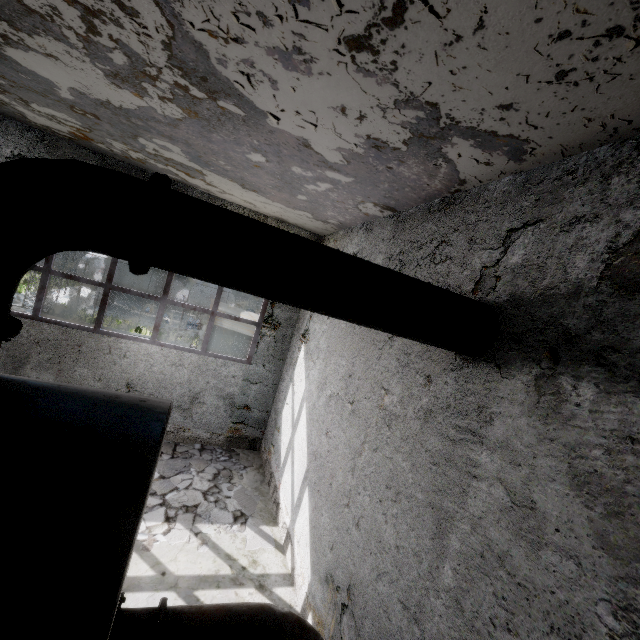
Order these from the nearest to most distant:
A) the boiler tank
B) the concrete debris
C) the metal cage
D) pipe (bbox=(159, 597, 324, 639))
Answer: the boiler tank < pipe (bbox=(159, 597, 324, 639)) < the concrete debris < the metal cage

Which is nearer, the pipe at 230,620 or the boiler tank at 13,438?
the boiler tank at 13,438

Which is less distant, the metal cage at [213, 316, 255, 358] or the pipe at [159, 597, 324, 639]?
the pipe at [159, 597, 324, 639]

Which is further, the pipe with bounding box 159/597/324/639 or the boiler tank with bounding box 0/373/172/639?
the pipe with bounding box 159/597/324/639

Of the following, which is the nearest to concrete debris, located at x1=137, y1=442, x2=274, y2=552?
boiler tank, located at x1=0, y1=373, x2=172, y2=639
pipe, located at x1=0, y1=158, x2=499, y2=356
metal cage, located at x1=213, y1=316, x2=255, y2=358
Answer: boiler tank, located at x1=0, y1=373, x2=172, y2=639

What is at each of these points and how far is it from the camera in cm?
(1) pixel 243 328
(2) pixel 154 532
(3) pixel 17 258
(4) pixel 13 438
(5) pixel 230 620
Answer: (1) metal cage, 1305
(2) concrete debris, 595
(3) pipe, 202
(4) boiler tank, 189
(5) pipe, 364

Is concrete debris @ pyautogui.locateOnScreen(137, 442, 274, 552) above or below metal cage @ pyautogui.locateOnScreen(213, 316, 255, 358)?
below

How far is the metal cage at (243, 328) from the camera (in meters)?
11.70
